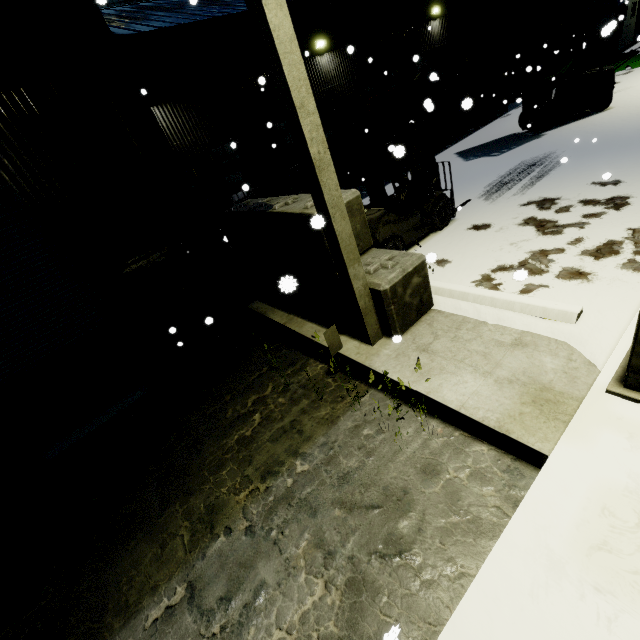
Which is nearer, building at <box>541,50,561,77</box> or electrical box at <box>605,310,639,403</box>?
electrical box at <box>605,310,639,403</box>

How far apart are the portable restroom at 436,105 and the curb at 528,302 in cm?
1234

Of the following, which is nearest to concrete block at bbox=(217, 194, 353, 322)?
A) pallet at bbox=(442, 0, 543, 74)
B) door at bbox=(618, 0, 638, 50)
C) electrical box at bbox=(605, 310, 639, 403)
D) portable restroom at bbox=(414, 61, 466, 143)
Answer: electrical box at bbox=(605, 310, 639, 403)

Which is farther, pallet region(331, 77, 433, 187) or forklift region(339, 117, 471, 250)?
pallet region(331, 77, 433, 187)

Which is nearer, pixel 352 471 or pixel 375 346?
pixel 352 471

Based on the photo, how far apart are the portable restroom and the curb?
12.3m

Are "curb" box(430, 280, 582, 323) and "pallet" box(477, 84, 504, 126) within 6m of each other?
no

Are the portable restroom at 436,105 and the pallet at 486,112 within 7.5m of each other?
yes
